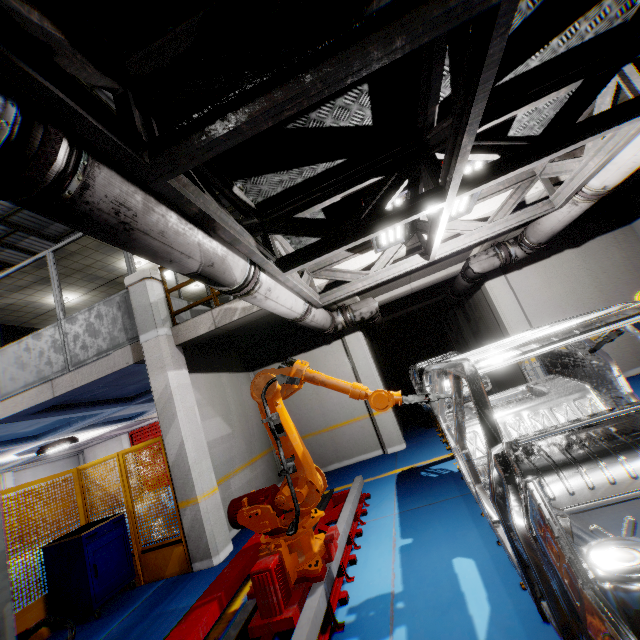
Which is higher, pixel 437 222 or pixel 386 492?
pixel 437 222

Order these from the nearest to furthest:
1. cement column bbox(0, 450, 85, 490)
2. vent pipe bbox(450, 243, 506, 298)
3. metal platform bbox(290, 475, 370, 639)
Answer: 1. metal platform bbox(290, 475, 370, 639)
2. vent pipe bbox(450, 243, 506, 298)
3. cement column bbox(0, 450, 85, 490)

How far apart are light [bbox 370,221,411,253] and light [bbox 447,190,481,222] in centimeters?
40cm

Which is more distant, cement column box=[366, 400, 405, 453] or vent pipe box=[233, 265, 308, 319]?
cement column box=[366, 400, 405, 453]

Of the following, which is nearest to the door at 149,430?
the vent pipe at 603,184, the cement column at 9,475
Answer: the cement column at 9,475

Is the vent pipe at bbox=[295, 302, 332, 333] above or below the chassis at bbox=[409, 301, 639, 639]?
above

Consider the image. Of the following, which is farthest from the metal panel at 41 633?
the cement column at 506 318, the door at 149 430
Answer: the door at 149 430

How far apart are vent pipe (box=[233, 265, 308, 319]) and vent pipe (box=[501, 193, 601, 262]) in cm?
314
